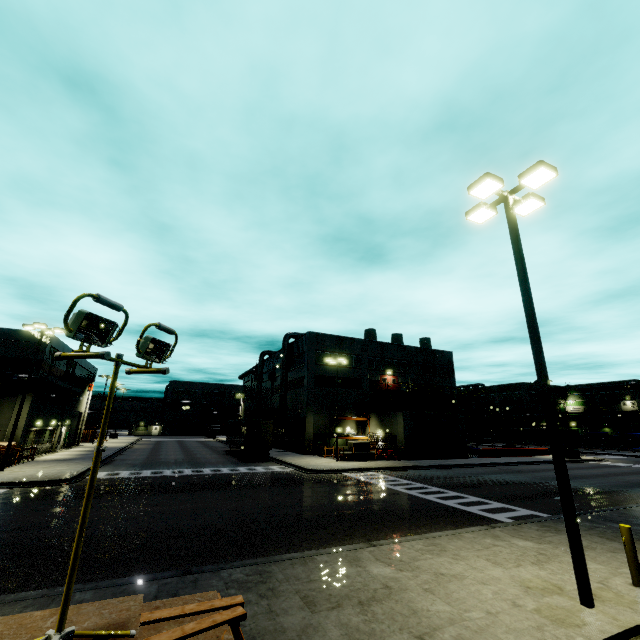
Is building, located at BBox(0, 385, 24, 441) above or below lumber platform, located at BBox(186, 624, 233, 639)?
above

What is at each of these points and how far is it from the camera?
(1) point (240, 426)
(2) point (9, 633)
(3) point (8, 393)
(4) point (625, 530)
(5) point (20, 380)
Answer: (1) semi trailer, 35.22m
(2) lumber, 2.55m
(3) building, 27.27m
(4) post, 7.43m
(5) pipe, 26.72m

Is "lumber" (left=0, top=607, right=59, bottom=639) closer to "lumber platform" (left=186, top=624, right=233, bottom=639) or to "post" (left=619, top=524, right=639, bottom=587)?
"lumber platform" (left=186, top=624, right=233, bottom=639)

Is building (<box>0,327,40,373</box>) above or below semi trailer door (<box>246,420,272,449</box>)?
above

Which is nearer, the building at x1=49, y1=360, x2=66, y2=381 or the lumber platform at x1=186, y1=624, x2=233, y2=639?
the lumber platform at x1=186, y1=624, x2=233, y2=639

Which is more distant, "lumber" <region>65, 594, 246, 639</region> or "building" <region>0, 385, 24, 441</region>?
"building" <region>0, 385, 24, 441</region>

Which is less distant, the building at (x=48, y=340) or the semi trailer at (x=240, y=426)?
the building at (x=48, y=340)

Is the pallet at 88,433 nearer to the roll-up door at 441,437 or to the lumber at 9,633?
the roll-up door at 441,437
